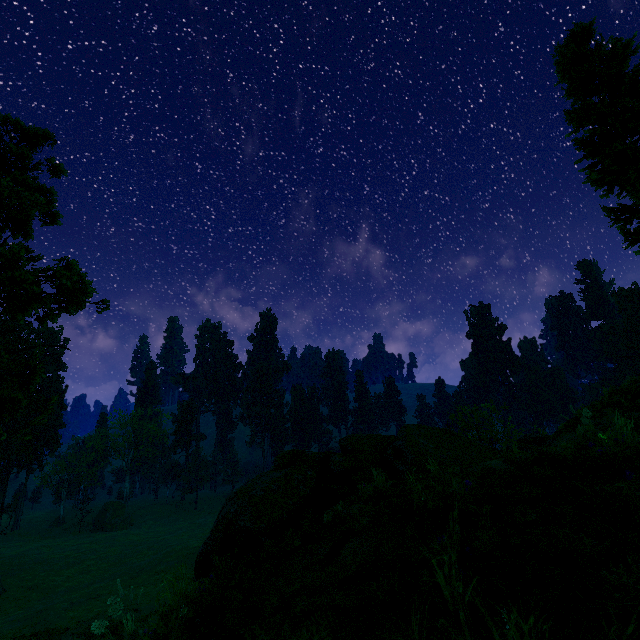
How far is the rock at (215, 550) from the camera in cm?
470

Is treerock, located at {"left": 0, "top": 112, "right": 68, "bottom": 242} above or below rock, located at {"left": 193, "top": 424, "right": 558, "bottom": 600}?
above

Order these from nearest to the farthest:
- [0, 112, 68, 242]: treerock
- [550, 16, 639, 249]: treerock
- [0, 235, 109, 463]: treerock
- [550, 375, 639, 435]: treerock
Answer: [550, 375, 639, 435]: treerock
[550, 16, 639, 249]: treerock
[0, 235, 109, 463]: treerock
[0, 112, 68, 242]: treerock

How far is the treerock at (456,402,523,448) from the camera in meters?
40.2 m

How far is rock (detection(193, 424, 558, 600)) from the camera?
4.70m

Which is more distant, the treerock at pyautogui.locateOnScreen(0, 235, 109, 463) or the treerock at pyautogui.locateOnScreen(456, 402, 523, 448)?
the treerock at pyautogui.locateOnScreen(456, 402, 523, 448)

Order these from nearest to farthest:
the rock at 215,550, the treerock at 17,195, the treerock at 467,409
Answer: the rock at 215,550 < the treerock at 17,195 < the treerock at 467,409

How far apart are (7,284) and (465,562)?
20.0 meters
